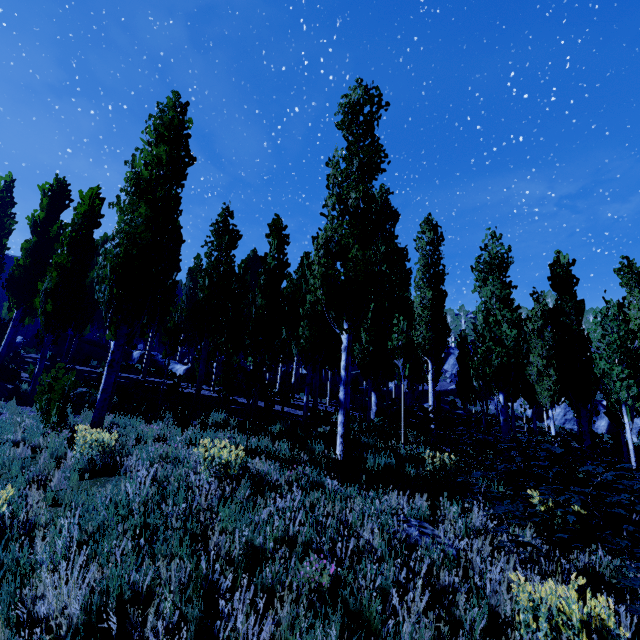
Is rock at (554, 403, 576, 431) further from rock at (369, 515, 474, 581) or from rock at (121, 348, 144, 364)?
rock at (369, 515, 474, 581)

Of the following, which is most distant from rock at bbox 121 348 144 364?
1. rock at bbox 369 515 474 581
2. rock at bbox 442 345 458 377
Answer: rock at bbox 442 345 458 377

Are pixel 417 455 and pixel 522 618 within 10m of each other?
yes

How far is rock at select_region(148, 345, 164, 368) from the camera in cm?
2594

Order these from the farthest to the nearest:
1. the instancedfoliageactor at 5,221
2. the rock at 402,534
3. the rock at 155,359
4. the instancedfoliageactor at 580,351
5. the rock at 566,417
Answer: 1. the rock at 566,417
2. the rock at 155,359
3. the instancedfoliageactor at 5,221
4. the instancedfoliageactor at 580,351
5. the rock at 402,534

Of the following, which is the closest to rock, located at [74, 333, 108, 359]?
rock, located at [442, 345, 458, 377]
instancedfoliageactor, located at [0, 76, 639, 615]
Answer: instancedfoliageactor, located at [0, 76, 639, 615]

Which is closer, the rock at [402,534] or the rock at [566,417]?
the rock at [402,534]

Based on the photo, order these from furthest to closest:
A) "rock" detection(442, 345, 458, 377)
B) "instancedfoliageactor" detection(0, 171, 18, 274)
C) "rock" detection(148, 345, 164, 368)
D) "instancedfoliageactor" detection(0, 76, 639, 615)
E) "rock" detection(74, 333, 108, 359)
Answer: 1. "rock" detection(442, 345, 458, 377)
2. "rock" detection(74, 333, 108, 359)
3. "rock" detection(148, 345, 164, 368)
4. "instancedfoliageactor" detection(0, 171, 18, 274)
5. "instancedfoliageactor" detection(0, 76, 639, 615)
